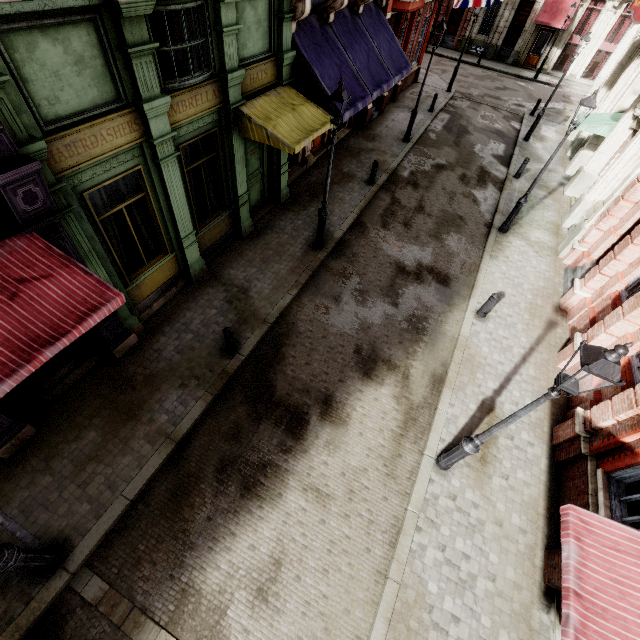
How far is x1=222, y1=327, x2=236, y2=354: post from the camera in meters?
7.7

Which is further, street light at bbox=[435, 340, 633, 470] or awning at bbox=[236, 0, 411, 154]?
awning at bbox=[236, 0, 411, 154]

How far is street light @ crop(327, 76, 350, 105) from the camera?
7.5 meters

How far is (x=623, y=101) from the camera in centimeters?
1397cm

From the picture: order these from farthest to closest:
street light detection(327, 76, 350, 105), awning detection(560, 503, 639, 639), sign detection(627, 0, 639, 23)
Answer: sign detection(627, 0, 639, 23), street light detection(327, 76, 350, 105), awning detection(560, 503, 639, 639)

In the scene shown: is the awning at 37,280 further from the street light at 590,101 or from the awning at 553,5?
the awning at 553,5

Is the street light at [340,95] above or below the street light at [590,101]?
below

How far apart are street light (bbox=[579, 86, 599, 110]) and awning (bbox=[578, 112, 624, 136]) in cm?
554
